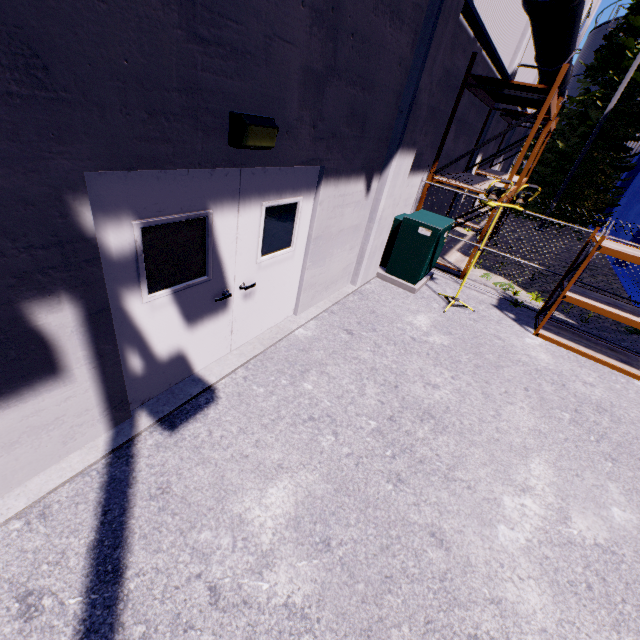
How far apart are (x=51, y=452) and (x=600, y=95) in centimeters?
2609cm

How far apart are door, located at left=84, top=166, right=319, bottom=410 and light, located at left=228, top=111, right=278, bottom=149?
0.16m

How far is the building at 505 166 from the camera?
18.1m

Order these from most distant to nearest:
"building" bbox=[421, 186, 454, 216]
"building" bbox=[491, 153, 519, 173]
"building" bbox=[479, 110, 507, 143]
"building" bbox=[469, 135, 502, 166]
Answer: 1. "building" bbox=[491, 153, 519, 173]
2. "building" bbox=[469, 135, 502, 166]
3. "building" bbox=[479, 110, 507, 143]
4. "building" bbox=[421, 186, 454, 216]

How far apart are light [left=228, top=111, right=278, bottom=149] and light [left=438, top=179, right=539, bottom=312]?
4.4m

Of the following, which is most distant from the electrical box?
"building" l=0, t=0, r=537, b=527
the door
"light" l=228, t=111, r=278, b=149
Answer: "light" l=228, t=111, r=278, b=149

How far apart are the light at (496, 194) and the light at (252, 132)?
4.4 meters

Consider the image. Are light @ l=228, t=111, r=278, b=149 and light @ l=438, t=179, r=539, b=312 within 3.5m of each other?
no
